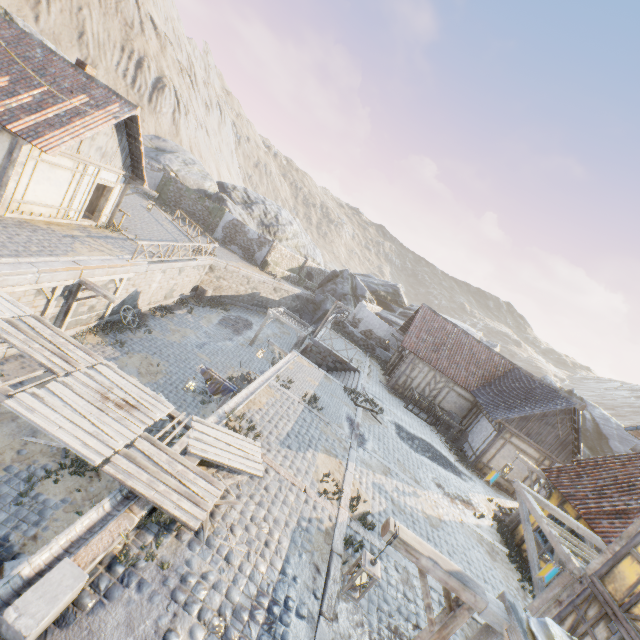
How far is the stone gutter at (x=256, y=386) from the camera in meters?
8.9 m

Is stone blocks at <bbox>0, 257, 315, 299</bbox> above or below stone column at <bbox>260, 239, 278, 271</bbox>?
below

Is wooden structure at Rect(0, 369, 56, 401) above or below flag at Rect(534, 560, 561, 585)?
below

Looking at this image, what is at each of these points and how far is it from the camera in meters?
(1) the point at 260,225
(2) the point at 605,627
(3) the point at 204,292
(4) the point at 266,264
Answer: (1) rock, 39.1
(2) building, 5.9
(3) barrel, 24.6
(4) stone column, 32.3

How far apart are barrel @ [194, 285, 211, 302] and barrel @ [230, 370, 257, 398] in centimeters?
1038cm

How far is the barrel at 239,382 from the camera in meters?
15.9

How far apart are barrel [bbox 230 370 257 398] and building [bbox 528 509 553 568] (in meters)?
12.64

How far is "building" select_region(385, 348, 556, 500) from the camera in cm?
1678
